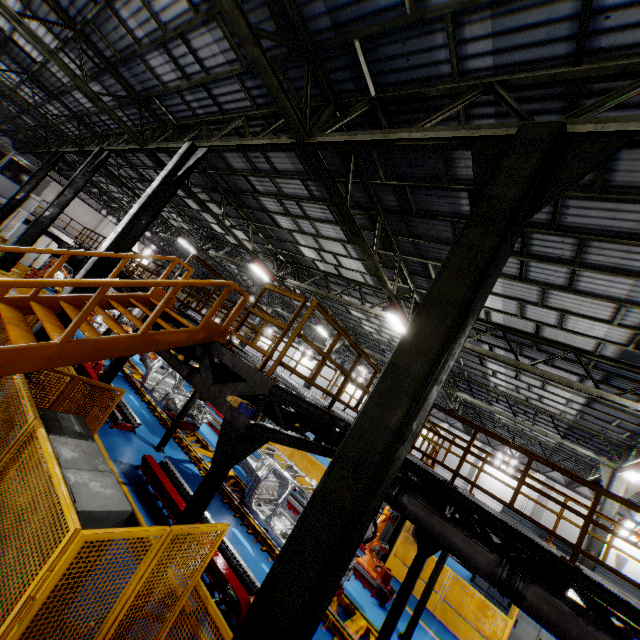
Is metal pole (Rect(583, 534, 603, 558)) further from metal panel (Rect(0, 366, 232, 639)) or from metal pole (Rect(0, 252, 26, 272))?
metal pole (Rect(0, 252, 26, 272))

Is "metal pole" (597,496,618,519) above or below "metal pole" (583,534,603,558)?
above

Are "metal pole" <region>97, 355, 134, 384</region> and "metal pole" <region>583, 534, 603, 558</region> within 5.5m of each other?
no

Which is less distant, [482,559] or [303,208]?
[482,559]

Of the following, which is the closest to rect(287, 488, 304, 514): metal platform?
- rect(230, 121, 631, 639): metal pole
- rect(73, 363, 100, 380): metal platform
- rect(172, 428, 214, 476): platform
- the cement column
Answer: rect(172, 428, 214, 476): platform

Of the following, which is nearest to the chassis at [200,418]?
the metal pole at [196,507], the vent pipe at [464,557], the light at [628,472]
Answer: the vent pipe at [464,557]

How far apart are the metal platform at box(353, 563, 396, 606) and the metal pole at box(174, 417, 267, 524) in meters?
8.2

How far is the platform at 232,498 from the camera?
8.75m
